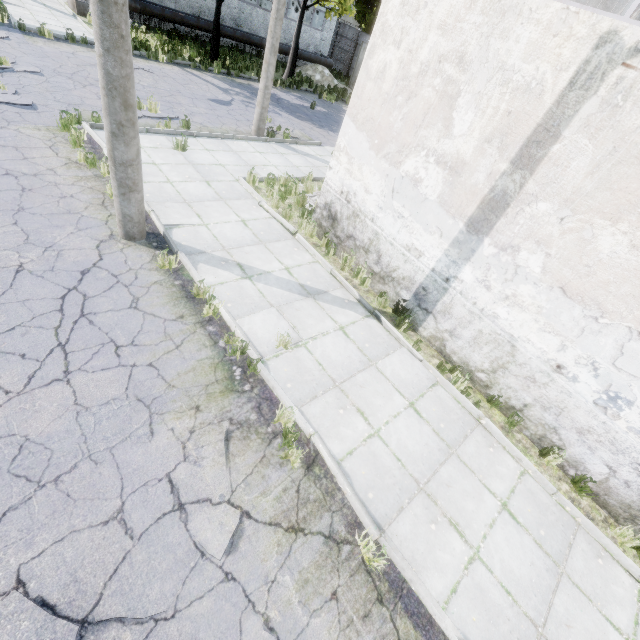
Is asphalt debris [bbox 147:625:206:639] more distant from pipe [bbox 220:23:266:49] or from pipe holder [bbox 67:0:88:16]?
pipe holder [bbox 67:0:88:16]

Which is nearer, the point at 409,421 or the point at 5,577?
the point at 5,577

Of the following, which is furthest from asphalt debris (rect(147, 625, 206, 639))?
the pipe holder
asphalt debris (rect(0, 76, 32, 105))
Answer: the pipe holder

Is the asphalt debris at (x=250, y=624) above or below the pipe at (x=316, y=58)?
below

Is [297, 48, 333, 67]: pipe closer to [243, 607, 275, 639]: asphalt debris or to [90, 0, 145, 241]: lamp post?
[243, 607, 275, 639]: asphalt debris

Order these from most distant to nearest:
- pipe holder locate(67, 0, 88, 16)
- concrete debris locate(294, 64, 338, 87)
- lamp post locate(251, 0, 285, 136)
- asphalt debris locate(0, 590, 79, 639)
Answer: concrete debris locate(294, 64, 338, 87) < pipe holder locate(67, 0, 88, 16) < lamp post locate(251, 0, 285, 136) < asphalt debris locate(0, 590, 79, 639)

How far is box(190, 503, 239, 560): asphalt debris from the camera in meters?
3.5 m

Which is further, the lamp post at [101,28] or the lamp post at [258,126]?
the lamp post at [258,126]
